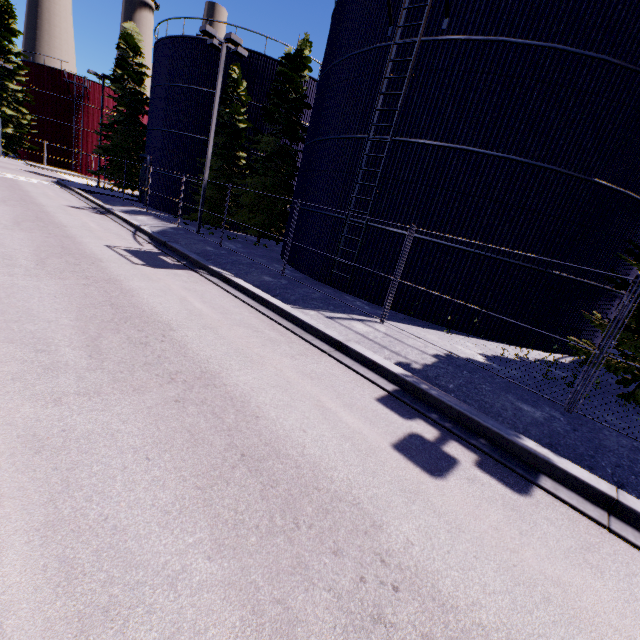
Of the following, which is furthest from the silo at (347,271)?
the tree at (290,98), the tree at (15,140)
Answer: the tree at (15,140)

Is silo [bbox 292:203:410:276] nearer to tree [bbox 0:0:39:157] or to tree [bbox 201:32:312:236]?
tree [bbox 201:32:312:236]

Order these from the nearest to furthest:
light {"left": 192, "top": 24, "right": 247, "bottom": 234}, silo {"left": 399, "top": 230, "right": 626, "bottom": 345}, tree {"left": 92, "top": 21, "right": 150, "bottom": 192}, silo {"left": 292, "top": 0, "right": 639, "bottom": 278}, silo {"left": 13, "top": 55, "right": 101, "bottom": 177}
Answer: silo {"left": 292, "top": 0, "right": 639, "bottom": 278} → silo {"left": 399, "top": 230, "right": 626, "bottom": 345} → light {"left": 192, "top": 24, "right": 247, "bottom": 234} → tree {"left": 92, "top": 21, "right": 150, "bottom": 192} → silo {"left": 13, "top": 55, "right": 101, "bottom": 177}

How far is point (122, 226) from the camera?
15.74m

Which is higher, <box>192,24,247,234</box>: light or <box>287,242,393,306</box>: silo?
<box>192,24,247,234</box>: light

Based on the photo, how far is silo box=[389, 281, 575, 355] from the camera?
12.0m

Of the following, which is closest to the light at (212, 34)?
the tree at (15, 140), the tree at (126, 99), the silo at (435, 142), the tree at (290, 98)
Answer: the silo at (435, 142)

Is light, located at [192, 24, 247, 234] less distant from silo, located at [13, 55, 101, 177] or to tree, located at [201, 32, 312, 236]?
silo, located at [13, 55, 101, 177]
